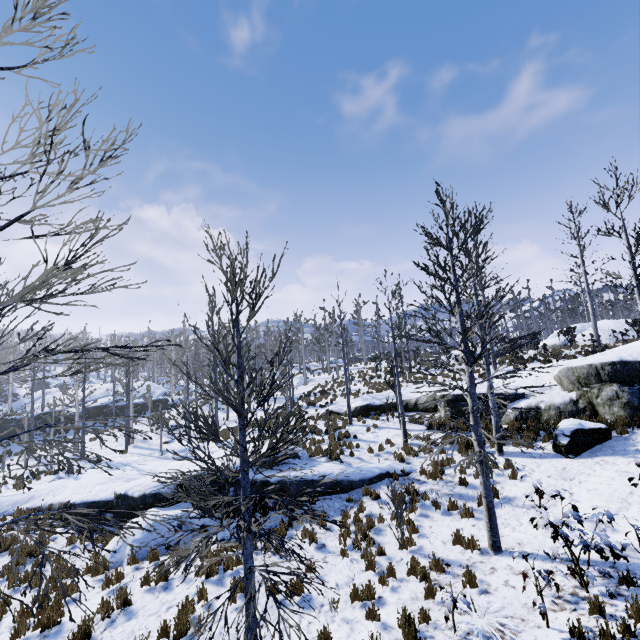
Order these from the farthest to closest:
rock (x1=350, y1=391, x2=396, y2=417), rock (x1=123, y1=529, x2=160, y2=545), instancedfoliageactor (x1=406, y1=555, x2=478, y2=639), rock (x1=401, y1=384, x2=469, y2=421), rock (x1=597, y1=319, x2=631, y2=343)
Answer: rock (x1=597, y1=319, x2=631, y2=343) < rock (x1=350, y1=391, x2=396, y2=417) < rock (x1=401, y1=384, x2=469, y2=421) < rock (x1=123, y1=529, x2=160, y2=545) < instancedfoliageactor (x1=406, y1=555, x2=478, y2=639)

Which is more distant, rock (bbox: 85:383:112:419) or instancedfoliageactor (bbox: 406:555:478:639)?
rock (bbox: 85:383:112:419)

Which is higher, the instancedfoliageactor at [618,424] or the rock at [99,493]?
the instancedfoliageactor at [618,424]

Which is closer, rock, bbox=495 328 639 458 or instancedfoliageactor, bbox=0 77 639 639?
instancedfoliageactor, bbox=0 77 639 639

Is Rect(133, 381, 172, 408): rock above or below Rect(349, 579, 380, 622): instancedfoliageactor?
above

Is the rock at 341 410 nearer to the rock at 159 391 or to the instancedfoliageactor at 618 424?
the instancedfoliageactor at 618 424

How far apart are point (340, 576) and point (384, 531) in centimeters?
218cm

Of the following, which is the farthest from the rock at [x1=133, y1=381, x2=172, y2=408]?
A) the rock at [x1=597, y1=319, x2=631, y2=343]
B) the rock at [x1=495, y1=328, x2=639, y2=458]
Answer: the rock at [x1=597, y1=319, x2=631, y2=343]
